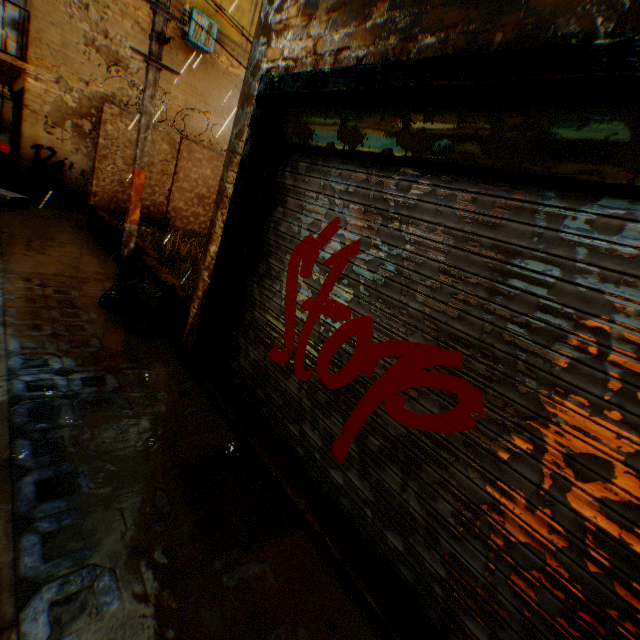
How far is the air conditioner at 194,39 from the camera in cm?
1007

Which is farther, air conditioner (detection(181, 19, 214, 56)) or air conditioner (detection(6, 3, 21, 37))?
air conditioner (detection(6, 3, 21, 37))

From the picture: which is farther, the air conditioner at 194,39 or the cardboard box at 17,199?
the air conditioner at 194,39

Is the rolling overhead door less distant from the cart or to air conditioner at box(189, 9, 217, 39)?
air conditioner at box(189, 9, 217, 39)

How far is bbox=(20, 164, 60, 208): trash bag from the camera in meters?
9.3 m

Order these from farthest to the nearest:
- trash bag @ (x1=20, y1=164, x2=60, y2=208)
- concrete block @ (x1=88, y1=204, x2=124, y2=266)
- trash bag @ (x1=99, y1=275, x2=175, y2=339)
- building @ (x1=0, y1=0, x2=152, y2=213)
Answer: trash bag @ (x1=20, y1=164, x2=60, y2=208), building @ (x1=0, y1=0, x2=152, y2=213), concrete block @ (x1=88, y1=204, x2=124, y2=266), trash bag @ (x1=99, y1=275, x2=175, y2=339)

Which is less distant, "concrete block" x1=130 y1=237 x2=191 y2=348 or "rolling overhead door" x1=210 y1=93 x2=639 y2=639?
"rolling overhead door" x1=210 y1=93 x2=639 y2=639

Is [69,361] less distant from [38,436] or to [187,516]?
[38,436]
